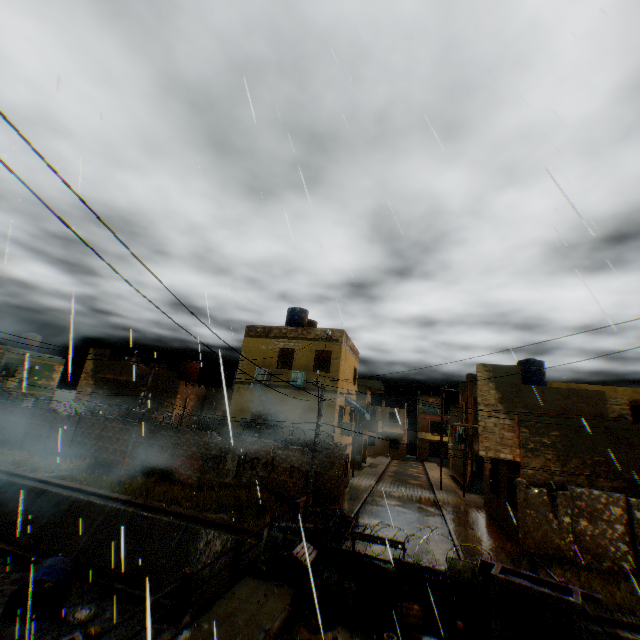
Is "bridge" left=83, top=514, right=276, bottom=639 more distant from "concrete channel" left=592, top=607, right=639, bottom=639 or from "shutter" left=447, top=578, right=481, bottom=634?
"shutter" left=447, top=578, right=481, bottom=634

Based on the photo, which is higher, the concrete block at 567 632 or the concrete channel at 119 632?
the concrete block at 567 632

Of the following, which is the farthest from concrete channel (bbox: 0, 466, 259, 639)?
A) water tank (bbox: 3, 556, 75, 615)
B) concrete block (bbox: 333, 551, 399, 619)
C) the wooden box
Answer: the wooden box

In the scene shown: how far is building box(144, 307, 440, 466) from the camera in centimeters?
1958cm

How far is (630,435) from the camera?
15.3 meters

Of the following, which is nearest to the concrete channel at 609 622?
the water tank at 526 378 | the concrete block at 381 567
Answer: the concrete block at 381 567

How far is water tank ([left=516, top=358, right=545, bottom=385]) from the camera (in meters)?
21.23

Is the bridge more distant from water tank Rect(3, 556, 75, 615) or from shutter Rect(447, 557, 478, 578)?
shutter Rect(447, 557, 478, 578)
